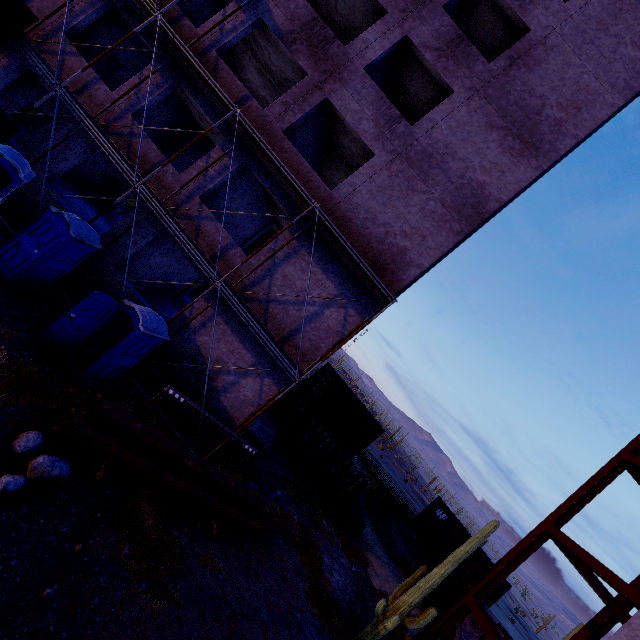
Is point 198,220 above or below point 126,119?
below

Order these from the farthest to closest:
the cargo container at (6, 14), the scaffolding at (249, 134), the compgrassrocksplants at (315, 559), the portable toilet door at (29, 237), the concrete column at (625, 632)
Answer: the compgrassrocksplants at (315, 559)
the scaffolding at (249, 134)
the cargo container at (6, 14)
the portable toilet door at (29, 237)
the concrete column at (625, 632)

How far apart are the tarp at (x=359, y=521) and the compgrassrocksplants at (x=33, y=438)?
15.8m

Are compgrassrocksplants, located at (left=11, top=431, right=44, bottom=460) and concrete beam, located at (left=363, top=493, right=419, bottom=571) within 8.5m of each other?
no

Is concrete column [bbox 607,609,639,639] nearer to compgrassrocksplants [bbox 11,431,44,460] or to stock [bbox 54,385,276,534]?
stock [bbox 54,385,276,534]

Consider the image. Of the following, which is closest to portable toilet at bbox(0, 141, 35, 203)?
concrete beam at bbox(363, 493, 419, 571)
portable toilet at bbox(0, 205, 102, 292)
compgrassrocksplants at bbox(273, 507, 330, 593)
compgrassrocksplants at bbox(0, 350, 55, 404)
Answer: portable toilet at bbox(0, 205, 102, 292)

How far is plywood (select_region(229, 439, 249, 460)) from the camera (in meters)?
13.00

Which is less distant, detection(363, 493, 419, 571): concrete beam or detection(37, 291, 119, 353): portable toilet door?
detection(37, 291, 119, 353): portable toilet door
